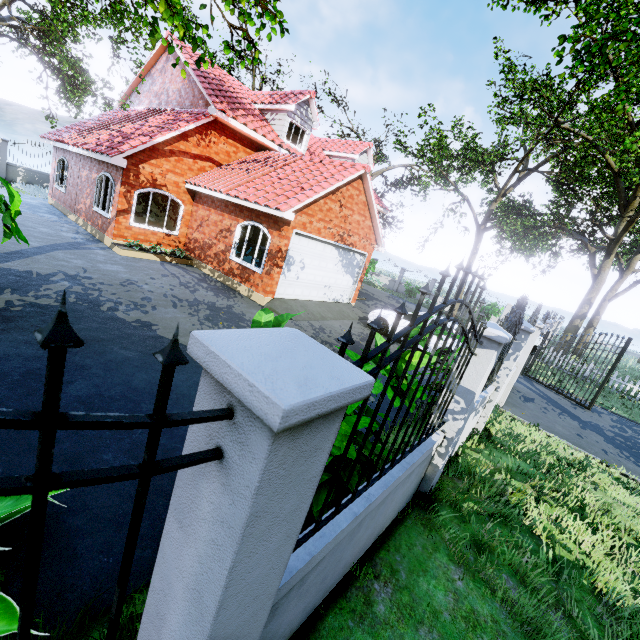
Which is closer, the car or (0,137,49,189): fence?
the car

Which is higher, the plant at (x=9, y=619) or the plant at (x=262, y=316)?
the plant at (x=262, y=316)

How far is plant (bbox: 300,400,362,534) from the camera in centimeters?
271cm

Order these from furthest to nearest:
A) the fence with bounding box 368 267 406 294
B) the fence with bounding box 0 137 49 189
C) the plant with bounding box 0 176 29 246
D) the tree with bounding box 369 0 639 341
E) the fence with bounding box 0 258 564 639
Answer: the fence with bounding box 368 267 406 294 < the fence with bounding box 0 137 49 189 < the tree with bounding box 369 0 639 341 < the plant with bounding box 0 176 29 246 < the fence with bounding box 0 258 564 639

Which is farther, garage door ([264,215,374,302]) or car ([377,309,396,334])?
car ([377,309,396,334])

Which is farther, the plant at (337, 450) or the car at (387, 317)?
the car at (387, 317)

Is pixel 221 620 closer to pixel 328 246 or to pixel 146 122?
pixel 328 246

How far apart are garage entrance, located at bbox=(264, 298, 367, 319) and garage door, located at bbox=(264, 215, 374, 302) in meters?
0.0 m
